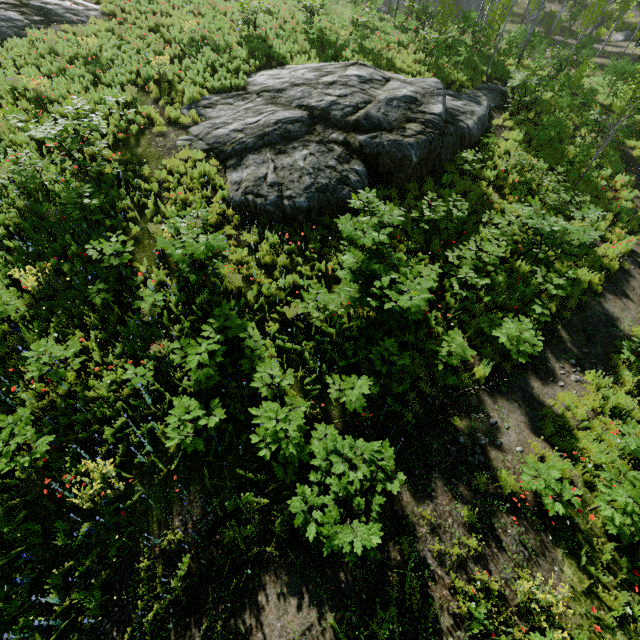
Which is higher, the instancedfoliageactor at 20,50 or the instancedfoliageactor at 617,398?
the instancedfoliageactor at 20,50

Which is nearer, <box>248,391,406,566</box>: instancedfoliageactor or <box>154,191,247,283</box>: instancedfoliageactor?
<box>248,391,406,566</box>: instancedfoliageactor

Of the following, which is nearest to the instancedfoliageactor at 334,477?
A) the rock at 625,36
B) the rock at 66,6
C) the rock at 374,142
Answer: the rock at 625,36

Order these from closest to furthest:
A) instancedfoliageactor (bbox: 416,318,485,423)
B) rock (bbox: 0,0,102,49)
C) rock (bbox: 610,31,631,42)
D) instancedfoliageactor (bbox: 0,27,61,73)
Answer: instancedfoliageactor (bbox: 416,318,485,423)
instancedfoliageactor (bbox: 0,27,61,73)
rock (bbox: 0,0,102,49)
rock (bbox: 610,31,631,42)

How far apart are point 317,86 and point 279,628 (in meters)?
15.26

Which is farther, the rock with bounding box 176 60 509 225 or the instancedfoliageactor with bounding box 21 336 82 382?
the rock with bounding box 176 60 509 225

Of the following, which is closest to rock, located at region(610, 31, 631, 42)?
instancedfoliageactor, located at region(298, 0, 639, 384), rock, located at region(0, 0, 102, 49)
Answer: instancedfoliageactor, located at region(298, 0, 639, 384)

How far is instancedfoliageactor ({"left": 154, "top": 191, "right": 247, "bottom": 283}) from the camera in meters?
7.0 m
